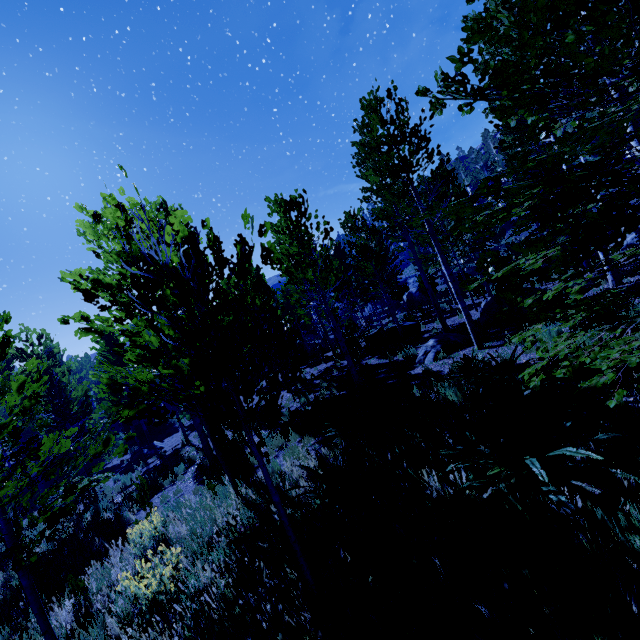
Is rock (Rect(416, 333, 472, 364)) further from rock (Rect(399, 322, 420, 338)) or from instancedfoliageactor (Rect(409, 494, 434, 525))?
rock (Rect(399, 322, 420, 338))

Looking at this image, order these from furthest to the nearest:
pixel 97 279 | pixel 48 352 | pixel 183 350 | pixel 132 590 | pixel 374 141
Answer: pixel 48 352 → pixel 374 141 → pixel 183 350 → pixel 97 279 → pixel 132 590

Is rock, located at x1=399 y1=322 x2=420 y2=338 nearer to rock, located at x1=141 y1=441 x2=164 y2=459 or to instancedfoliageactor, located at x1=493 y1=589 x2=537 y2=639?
instancedfoliageactor, located at x1=493 y1=589 x2=537 y2=639

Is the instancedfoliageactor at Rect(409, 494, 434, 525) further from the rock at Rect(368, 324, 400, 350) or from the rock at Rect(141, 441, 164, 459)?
the rock at Rect(141, 441, 164, 459)

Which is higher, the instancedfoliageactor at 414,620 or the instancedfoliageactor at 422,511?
the instancedfoliageactor at 414,620

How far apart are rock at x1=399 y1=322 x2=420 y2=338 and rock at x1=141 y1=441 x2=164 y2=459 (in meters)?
13.34

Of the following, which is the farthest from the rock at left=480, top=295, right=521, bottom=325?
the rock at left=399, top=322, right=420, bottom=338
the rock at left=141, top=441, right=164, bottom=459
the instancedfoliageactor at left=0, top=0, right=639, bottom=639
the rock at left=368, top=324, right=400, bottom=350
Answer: the rock at left=141, top=441, right=164, bottom=459

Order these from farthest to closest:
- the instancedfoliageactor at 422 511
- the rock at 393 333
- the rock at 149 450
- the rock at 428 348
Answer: the rock at 149 450, the rock at 393 333, the rock at 428 348, the instancedfoliageactor at 422 511
